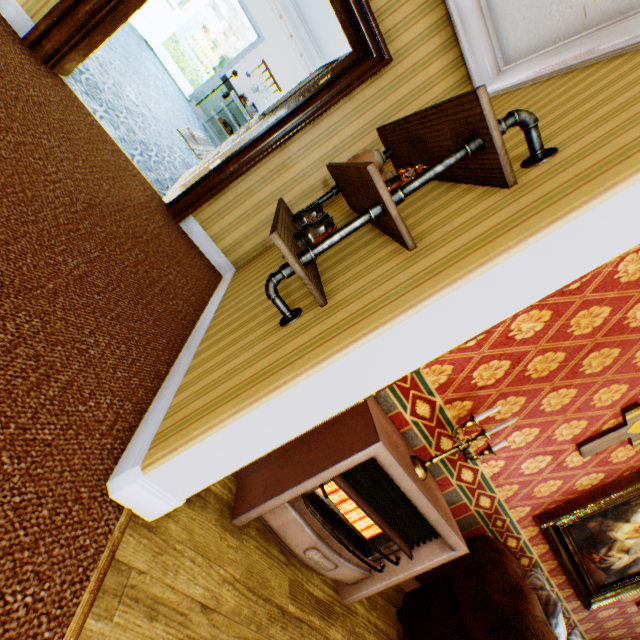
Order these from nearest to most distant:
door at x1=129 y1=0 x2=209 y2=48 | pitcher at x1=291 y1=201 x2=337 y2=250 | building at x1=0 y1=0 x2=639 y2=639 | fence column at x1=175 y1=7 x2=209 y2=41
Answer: building at x1=0 y1=0 x2=639 y2=639 → pitcher at x1=291 y1=201 x2=337 y2=250 → door at x1=129 y1=0 x2=209 y2=48 → fence column at x1=175 y1=7 x2=209 y2=41

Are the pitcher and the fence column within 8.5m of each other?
no

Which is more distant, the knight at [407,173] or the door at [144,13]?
the door at [144,13]

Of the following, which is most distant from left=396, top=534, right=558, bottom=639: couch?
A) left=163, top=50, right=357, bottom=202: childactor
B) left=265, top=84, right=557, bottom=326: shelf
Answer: left=163, top=50, right=357, bottom=202: childactor

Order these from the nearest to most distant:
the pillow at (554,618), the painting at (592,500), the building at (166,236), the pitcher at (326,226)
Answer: the building at (166,236), the pitcher at (326,226), the pillow at (554,618), the painting at (592,500)

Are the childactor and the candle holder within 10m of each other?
yes

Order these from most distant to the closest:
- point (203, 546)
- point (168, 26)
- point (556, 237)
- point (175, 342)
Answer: point (168, 26)
point (175, 342)
point (203, 546)
point (556, 237)

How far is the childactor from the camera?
2.9 meters
